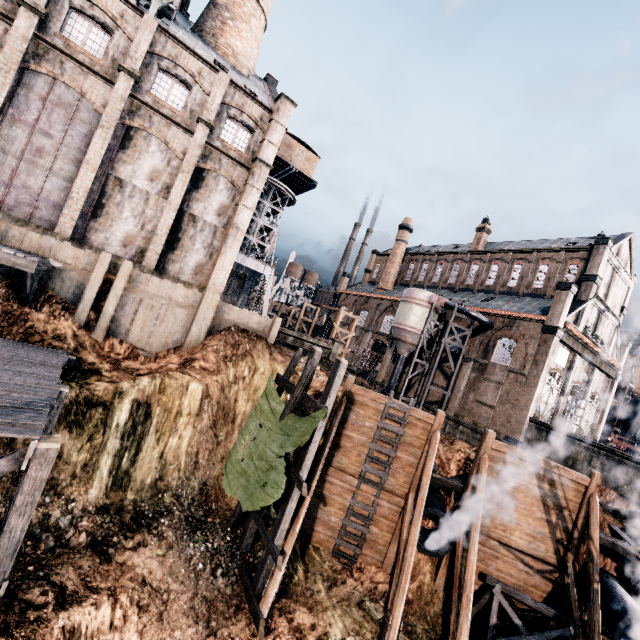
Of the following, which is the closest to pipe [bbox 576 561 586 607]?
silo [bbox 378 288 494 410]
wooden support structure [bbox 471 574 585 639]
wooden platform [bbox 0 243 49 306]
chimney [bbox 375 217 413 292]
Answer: wooden support structure [bbox 471 574 585 639]

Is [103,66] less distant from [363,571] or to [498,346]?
[363,571]

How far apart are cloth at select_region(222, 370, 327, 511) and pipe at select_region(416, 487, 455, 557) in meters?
6.5

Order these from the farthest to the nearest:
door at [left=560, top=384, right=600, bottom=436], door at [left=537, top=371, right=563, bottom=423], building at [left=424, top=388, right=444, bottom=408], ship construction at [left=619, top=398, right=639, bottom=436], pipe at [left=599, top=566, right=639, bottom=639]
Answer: ship construction at [left=619, top=398, right=639, bottom=436] < building at [left=424, top=388, right=444, bottom=408] < door at [left=560, top=384, right=600, bottom=436] < door at [left=537, top=371, right=563, bottom=423] < pipe at [left=599, top=566, right=639, bottom=639]

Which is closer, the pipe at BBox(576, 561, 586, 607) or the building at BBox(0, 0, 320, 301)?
the pipe at BBox(576, 561, 586, 607)

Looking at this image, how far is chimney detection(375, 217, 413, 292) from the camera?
55.94m

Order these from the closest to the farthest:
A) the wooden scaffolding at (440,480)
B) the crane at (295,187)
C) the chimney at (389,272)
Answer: the wooden scaffolding at (440,480)
the crane at (295,187)
the chimney at (389,272)

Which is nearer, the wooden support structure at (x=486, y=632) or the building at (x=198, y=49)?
→ the wooden support structure at (x=486, y=632)
